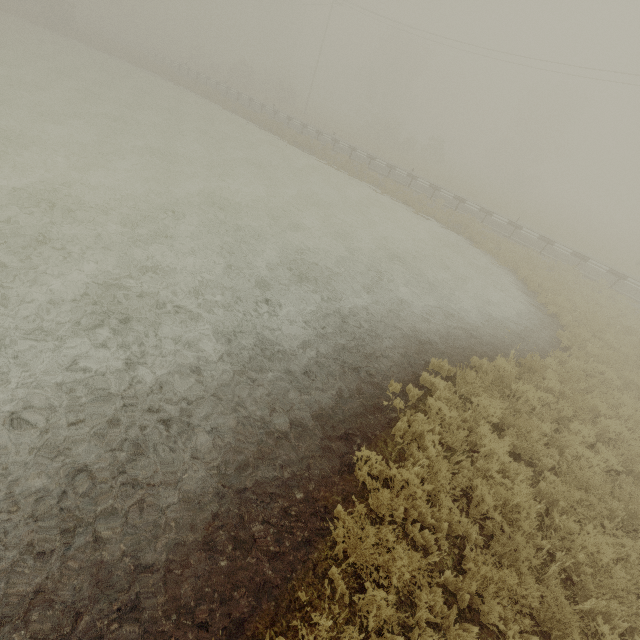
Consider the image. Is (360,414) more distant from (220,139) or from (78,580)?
(220,139)

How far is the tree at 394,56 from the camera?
41.4 meters

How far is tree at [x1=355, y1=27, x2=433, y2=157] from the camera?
41.4 meters
